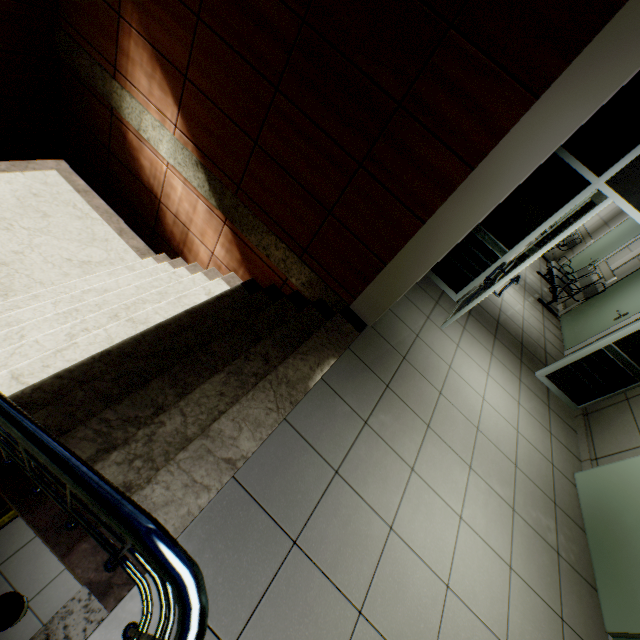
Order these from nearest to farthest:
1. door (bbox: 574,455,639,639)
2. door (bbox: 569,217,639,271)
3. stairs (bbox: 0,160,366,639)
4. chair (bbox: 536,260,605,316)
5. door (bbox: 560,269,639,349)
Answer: stairs (bbox: 0,160,366,639) < door (bbox: 574,455,639,639) < door (bbox: 560,269,639,349) < chair (bbox: 536,260,605,316) < door (bbox: 569,217,639,271)

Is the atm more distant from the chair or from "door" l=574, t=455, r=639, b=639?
the chair

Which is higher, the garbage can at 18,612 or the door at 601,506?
the door at 601,506

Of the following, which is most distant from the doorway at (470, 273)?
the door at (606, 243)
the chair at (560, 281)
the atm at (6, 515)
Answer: the door at (606, 243)

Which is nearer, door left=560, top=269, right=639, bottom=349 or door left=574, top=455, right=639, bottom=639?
door left=574, top=455, right=639, bottom=639

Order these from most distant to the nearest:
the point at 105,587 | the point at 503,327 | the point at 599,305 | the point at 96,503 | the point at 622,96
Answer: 1. the point at 599,305
2. the point at 503,327
3. the point at 622,96
4. the point at 105,587
5. the point at 96,503

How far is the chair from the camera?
6.6m

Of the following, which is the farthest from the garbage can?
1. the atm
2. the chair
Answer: the chair
